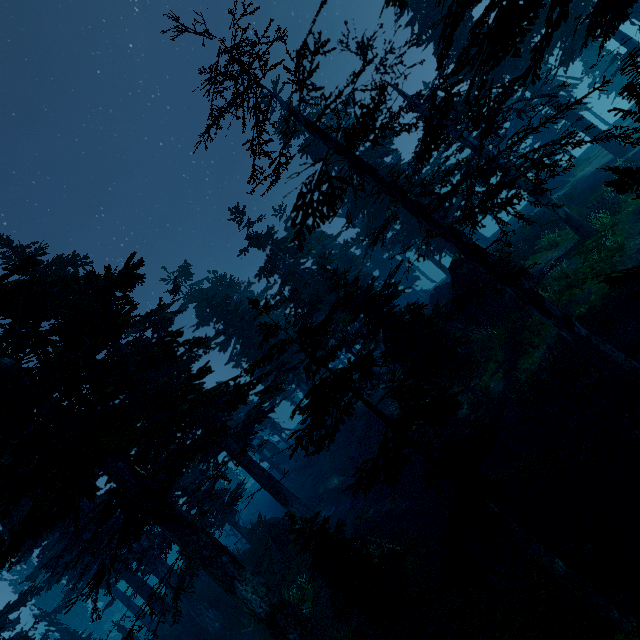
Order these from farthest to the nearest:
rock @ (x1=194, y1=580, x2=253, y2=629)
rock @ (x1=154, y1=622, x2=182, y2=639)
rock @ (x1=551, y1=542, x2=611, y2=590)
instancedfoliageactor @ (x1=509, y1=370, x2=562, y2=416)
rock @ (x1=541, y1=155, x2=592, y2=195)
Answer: rock @ (x1=541, y1=155, x2=592, y2=195) < rock @ (x1=154, y1=622, x2=182, y2=639) < rock @ (x1=194, y1=580, x2=253, y2=629) < instancedfoliageactor @ (x1=509, y1=370, x2=562, y2=416) < rock @ (x1=551, y1=542, x2=611, y2=590)

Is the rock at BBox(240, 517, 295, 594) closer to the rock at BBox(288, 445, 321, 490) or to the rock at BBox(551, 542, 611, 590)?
the rock at BBox(288, 445, 321, 490)

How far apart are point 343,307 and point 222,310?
10.4 meters

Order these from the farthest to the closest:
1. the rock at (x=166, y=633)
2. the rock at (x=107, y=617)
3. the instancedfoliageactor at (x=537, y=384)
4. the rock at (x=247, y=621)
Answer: the rock at (x=107, y=617), the rock at (x=166, y=633), the rock at (x=247, y=621), the instancedfoliageactor at (x=537, y=384)

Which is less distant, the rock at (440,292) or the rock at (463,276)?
the rock at (463,276)

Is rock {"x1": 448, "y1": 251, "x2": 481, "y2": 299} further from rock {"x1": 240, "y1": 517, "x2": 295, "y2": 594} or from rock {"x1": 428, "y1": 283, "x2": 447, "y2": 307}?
rock {"x1": 240, "y1": 517, "x2": 295, "y2": 594}

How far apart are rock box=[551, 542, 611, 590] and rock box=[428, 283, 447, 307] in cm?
2528
